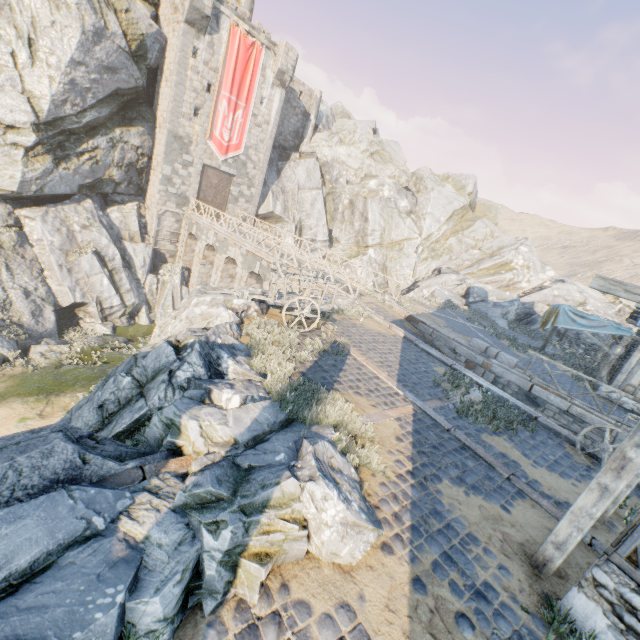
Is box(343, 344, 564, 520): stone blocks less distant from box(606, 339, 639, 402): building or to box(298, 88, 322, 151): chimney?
box(606, 339, 639, 402): building

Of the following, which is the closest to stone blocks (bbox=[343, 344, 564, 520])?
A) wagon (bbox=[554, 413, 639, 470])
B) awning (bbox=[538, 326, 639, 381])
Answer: awning (bbox=[538, 326, 639, 381])

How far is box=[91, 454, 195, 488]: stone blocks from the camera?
3.87m

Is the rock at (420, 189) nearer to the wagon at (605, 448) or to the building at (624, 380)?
the building at (624, 380)

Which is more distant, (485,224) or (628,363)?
(485,224)

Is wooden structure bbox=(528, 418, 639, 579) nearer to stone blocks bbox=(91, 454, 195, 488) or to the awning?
stone blocks bbox=(91, 454, 195, 488)

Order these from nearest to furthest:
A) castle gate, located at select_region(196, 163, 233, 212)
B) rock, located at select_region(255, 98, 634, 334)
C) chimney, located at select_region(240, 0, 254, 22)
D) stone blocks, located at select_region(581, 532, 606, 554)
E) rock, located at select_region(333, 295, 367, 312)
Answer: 1. stone blocks, located at select_region(581, 532, 606, 554)
2. rock, located at select_region(333, 295, 367, 312)
3. castle gate, located at select_region(196, 163, 233, 212)
4. chimney, located at select_region(240, 0, 254, 22)
5. rock, located at select_region(255, 98, 634, 334)

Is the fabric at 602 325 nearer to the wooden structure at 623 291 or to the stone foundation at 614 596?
the stone foundation at 614 596
